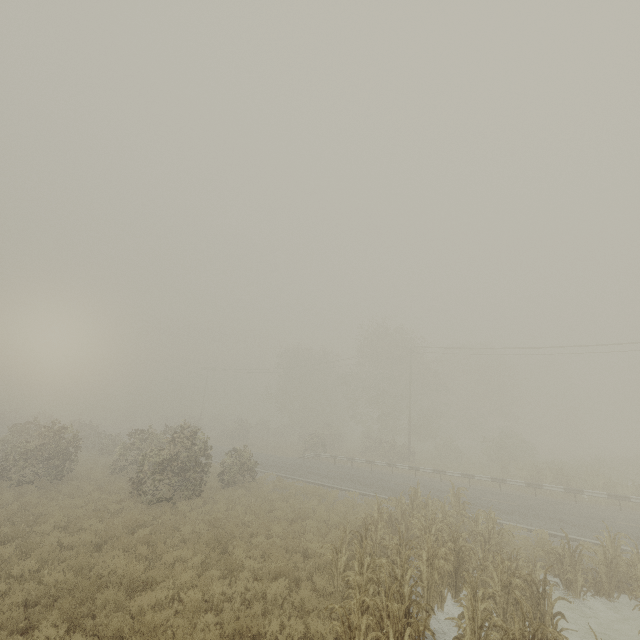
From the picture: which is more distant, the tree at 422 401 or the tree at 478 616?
the tree at 422 401

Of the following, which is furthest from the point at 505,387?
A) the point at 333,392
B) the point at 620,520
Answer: the point at 620,520

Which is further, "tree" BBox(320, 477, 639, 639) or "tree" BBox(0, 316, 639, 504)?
"tree" BBox(0, 316, 639, 504)
